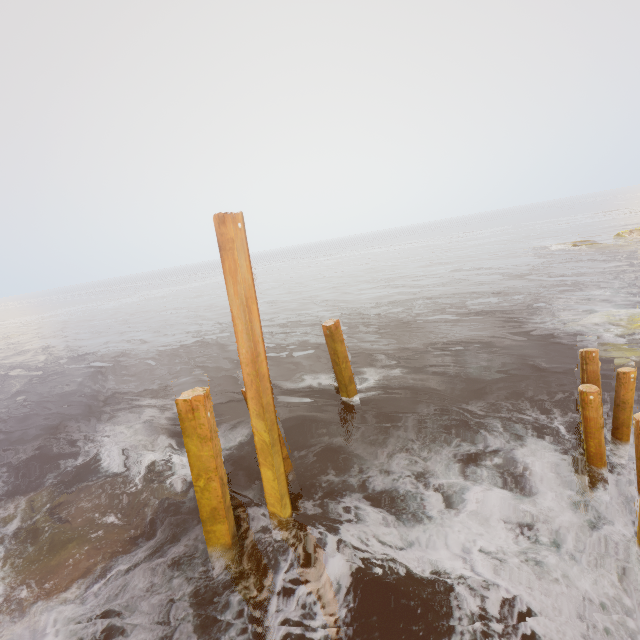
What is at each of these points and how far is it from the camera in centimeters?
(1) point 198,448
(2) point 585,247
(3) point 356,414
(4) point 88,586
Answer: (1) beam, 471cm
(2) rock, 2723cm
(3) beam, 961cm
(4) rock, 534cm

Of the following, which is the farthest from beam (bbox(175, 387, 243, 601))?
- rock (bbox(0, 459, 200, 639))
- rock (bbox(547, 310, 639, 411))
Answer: rock (bbox(547, 310, 639, 411))

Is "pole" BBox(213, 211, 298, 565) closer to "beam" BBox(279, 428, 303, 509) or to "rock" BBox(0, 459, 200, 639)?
"beam" BBox(279, 428, 303, 509)

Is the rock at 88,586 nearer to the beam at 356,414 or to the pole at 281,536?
the pole at 281,536

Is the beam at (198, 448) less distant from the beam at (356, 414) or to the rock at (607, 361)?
the beam at (356, 414)

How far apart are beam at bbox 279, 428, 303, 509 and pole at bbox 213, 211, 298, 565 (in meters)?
0.56

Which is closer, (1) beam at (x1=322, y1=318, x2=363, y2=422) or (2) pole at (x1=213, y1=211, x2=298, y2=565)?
(2) pole at (x1=213, y1=211, x2=298, y2=565)

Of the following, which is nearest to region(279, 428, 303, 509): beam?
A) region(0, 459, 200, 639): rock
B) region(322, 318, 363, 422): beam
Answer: region(0, 459, 200, 639): rock
